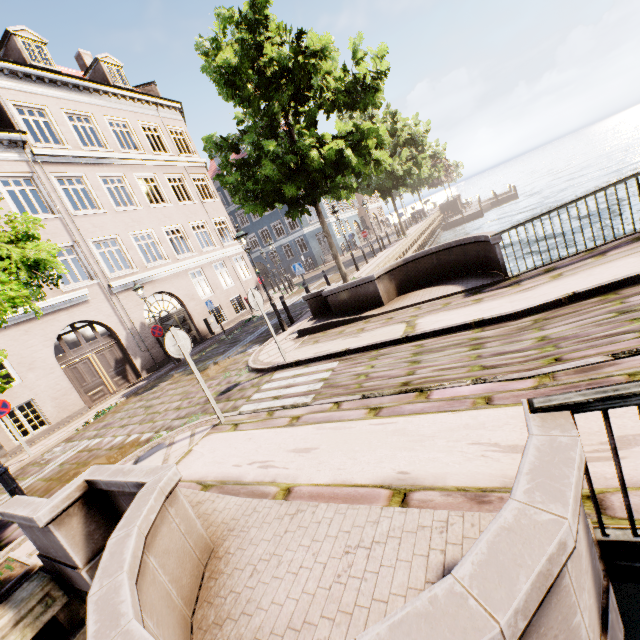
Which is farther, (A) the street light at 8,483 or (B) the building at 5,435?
(B) the building at 5,435

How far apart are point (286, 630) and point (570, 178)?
49.5 meters

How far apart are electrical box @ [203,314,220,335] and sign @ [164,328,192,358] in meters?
13.0

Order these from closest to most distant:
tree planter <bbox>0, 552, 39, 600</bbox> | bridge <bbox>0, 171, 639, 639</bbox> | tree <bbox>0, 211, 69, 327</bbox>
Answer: bridge <bbox>0, 171, 639, 639</bbox> < tree <bbox>0, 211, 69, 327</bbox> < tree planter <bbox>0, 552, 39, 600</bbox>

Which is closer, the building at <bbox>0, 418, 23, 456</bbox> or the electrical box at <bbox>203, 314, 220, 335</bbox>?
the building at <bbox>0, 418, 23, 456</bbox>

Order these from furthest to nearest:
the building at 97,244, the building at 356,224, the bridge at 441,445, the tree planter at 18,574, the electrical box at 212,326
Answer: the building at 356,224 → the electrical box at 212,326 → the building at 97,244 → the tree planter at 18,574 → the bridge at 441,445

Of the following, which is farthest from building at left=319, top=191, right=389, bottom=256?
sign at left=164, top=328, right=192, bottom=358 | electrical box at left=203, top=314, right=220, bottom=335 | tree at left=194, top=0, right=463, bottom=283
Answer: sign at left=164, top=328, right=192, bottom=358

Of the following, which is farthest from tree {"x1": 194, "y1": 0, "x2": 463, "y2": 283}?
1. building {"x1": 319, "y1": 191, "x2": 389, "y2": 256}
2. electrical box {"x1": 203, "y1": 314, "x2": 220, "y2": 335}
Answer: electrical box {"x1": 203, "y1": 314, "x2": 220, "y2": 335}
